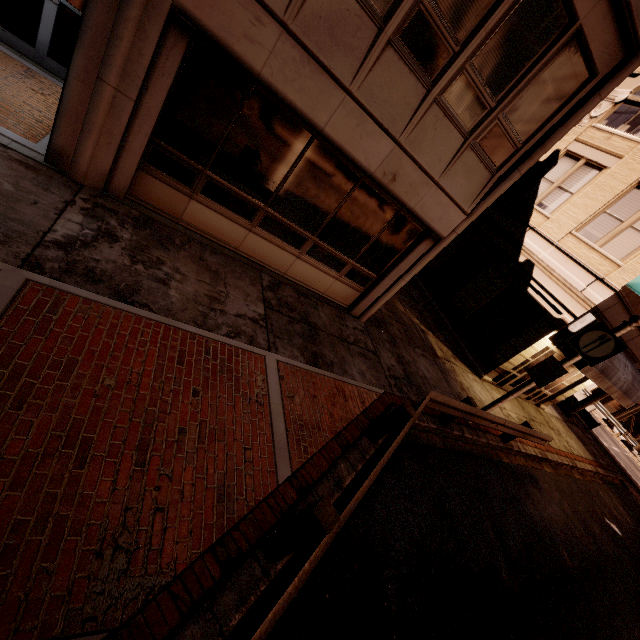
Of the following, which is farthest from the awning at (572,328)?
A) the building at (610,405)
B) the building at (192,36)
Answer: the building at (610,405)

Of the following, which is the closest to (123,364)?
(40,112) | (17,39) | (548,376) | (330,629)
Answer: (330,629)

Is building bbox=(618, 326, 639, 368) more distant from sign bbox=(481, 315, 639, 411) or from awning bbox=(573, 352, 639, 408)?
sign bbox=(481, 315, 639, 411)

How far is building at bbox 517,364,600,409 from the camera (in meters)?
15.29

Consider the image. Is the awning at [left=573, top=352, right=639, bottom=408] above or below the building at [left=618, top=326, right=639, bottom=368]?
below

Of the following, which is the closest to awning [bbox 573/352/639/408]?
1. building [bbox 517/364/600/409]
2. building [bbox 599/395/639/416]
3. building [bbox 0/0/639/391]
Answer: building [bbox 0/0/639/391]

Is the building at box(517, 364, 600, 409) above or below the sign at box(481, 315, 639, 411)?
below

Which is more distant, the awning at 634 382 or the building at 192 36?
the awning at 634 382
